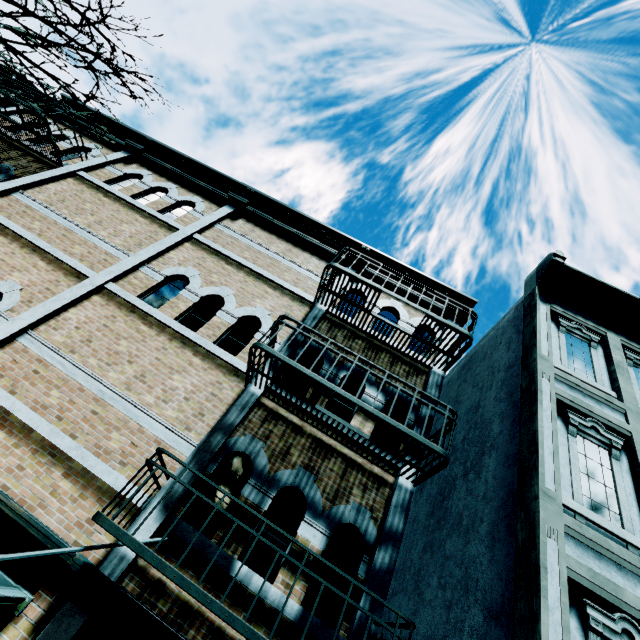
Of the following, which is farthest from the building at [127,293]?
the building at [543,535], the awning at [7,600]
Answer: the building at [543,535]

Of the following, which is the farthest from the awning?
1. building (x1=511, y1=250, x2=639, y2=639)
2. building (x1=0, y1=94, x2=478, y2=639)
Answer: building (x1=511, y1=250, x2=639, y2=639)

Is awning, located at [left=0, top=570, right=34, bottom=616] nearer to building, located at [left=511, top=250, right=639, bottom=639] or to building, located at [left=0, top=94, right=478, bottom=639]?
building, located at [left=0, top=94, right=478, bottom=639]

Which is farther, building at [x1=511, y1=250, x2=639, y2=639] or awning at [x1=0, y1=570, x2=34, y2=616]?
building at [x1=511, y1=250, x2=639, y2=639]

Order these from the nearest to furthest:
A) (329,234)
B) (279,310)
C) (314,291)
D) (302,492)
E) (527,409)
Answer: (302,492)
(527,409)
(279,310)
(314,291)
(329,234)

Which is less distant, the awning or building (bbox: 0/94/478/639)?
the awning
